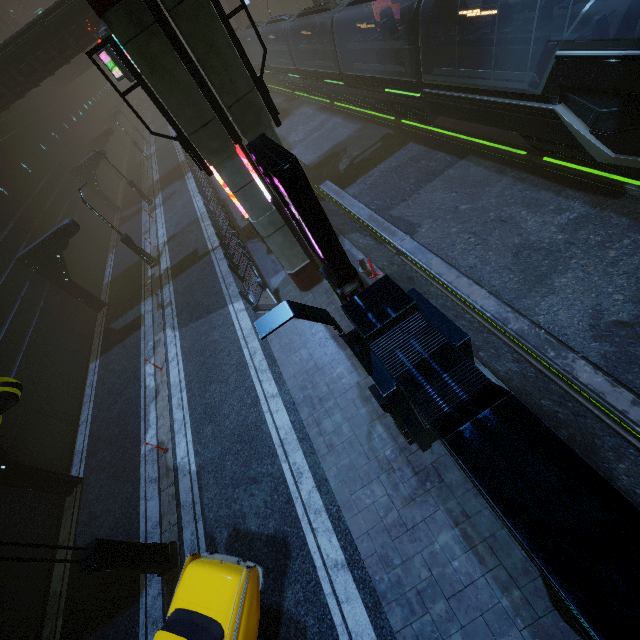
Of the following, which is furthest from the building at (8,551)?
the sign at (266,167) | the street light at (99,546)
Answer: the street light at (99,546)

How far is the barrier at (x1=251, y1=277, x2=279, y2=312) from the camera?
12.8m

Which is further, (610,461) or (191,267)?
(191,267)

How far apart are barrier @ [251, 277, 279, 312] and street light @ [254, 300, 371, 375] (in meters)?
7.34

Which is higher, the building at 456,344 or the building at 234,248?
the building at 456,344

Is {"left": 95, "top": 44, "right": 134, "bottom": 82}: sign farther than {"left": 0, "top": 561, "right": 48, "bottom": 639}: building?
Yes

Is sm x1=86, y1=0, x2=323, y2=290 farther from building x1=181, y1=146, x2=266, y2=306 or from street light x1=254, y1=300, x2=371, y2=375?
street light x1=254, y1=300, x2=371, y2=375

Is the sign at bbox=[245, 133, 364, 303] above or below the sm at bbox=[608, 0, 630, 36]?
above
